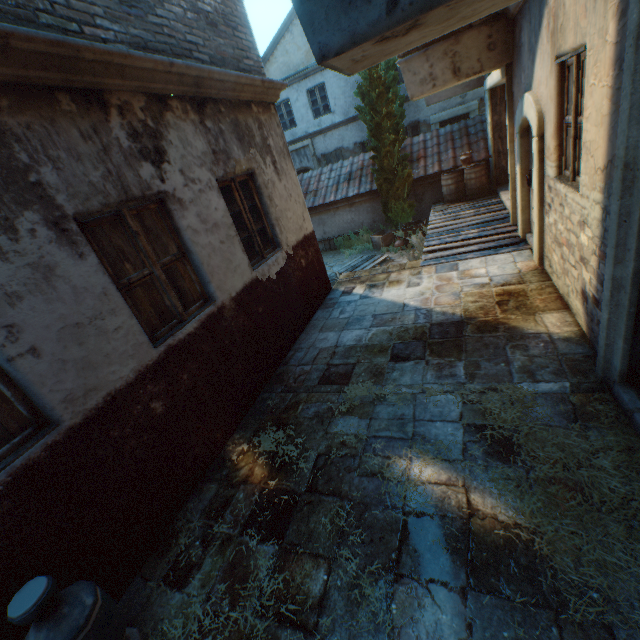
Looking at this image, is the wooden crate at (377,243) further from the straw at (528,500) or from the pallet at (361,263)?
the straw at (528,500)

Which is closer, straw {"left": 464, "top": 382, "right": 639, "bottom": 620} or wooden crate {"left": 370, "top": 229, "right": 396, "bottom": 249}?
straw {"left": 464, "top": 382, "right": 639, "bottom": 620}

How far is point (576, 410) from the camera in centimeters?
290cm

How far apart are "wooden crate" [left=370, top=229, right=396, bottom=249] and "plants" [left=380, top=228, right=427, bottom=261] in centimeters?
80cm

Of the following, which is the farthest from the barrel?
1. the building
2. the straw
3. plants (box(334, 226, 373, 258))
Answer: the straw

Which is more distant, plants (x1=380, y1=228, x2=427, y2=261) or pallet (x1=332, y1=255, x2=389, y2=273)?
pallet (x1=332, y1=255, x2=389, y2=273)

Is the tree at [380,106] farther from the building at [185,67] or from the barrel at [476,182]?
the barrel at [476,182]

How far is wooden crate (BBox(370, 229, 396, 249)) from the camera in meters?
11.8
